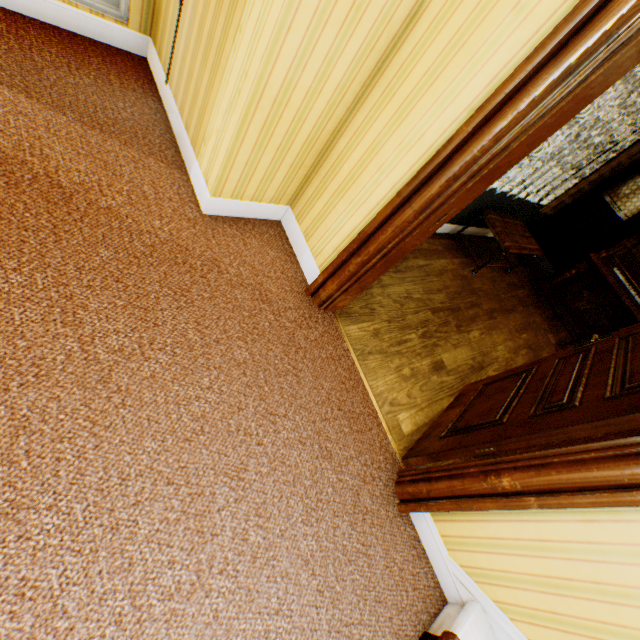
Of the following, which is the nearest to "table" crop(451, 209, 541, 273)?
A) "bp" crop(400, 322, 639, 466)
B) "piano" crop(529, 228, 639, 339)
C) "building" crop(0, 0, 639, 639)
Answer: "building" crop(0, 0, 639, 639)

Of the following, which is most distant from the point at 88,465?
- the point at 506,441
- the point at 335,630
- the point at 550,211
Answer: the point at 550,211

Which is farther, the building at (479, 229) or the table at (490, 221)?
the building at (479, 229)

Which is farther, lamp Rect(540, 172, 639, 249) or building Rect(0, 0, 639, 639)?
lamp Rect(540, 172, 639, 249)

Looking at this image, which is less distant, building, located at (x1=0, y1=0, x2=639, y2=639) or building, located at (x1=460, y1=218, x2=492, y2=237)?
building, located at (x1=0, y1=0, x2=639, y2=639)

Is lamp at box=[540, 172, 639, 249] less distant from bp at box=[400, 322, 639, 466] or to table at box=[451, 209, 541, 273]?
table at box=[451, 209, 541, 273]

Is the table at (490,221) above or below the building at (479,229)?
above
